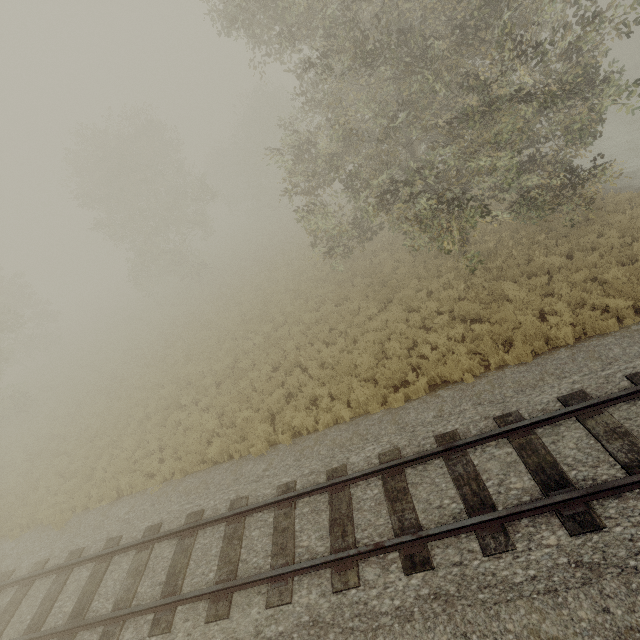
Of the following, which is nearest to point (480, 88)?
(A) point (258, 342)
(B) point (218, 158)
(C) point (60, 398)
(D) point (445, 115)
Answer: (D) point (445, 115)
